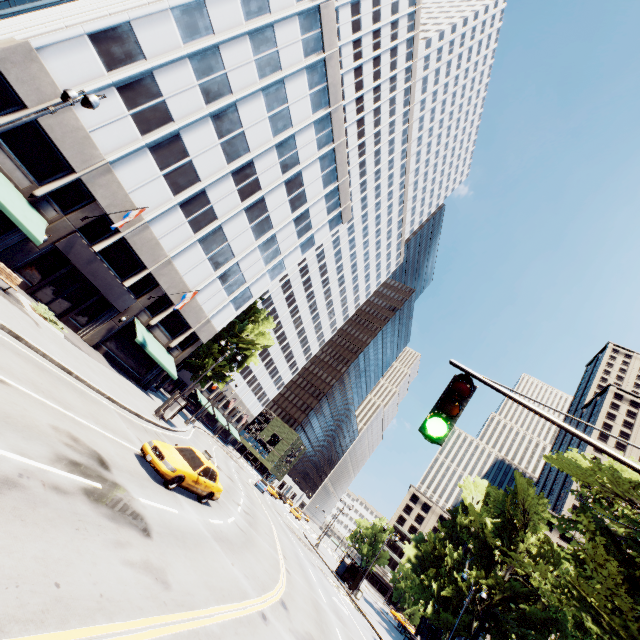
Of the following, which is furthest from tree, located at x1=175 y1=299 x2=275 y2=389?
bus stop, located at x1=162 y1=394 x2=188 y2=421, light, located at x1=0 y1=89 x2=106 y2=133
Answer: light, located at x1=0 y1=89 x2=106 y2=133

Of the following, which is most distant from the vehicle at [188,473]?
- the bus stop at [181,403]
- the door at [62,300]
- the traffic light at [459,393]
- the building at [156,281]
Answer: the door at [62,300]

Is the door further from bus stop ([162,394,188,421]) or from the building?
bus stop ([162,394,188,421])

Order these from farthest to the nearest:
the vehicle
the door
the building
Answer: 1. the door
2. the building
3. the vehicle

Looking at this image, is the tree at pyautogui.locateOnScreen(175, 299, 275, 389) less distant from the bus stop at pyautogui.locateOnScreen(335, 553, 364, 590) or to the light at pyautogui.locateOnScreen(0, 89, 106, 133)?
the bus stop at pyautogui.locateOnScreen(335, 553, 364, 590)

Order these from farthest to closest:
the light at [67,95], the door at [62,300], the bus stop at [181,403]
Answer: the bus stop at [181,403], the door at [62,300], the light at [67,95]

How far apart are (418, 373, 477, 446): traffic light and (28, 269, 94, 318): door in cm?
2686

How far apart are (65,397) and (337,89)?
35.5 meters
